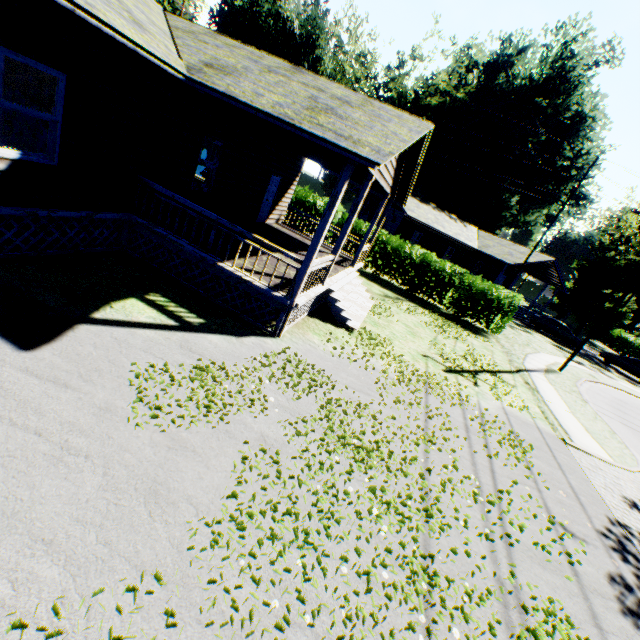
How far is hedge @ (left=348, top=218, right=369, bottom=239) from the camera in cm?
2017

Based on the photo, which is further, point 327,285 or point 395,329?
point 395,329

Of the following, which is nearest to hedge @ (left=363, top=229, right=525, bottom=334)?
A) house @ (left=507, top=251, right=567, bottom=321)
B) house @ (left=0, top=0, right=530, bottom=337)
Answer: house @ (left=0, top=0, right=530, bottom=337)

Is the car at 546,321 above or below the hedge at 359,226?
below

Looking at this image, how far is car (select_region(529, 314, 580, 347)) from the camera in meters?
30.0

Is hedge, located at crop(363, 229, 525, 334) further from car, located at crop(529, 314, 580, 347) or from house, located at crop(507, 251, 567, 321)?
car, located at crop(529, 314, 580, 347)

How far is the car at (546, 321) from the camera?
30.05m

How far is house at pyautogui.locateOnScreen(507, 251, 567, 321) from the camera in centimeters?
3193cm
